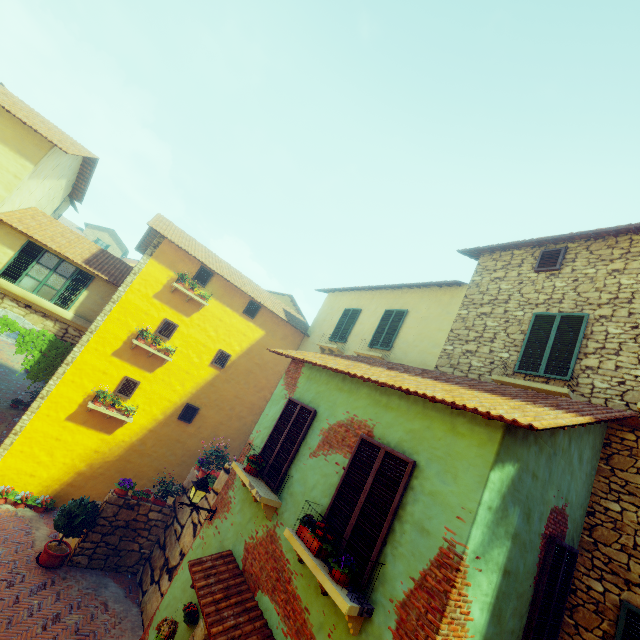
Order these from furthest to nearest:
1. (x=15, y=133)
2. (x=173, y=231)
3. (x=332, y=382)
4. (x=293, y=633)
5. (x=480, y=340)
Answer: (x=173, y=231) < (x=15, y=133) < (x=480, y=340) < (x=332, y=382) < (x=293, y=633)

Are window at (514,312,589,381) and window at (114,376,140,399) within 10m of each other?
no

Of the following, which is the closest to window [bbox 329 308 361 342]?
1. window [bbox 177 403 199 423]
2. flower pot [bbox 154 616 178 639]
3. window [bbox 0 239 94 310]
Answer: window [bbox 0 239 94 310]

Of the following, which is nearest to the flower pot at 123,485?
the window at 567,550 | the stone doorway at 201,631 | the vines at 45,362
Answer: the vines at 45,362

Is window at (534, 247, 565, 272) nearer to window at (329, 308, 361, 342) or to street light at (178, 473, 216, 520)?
window at (329, 308, 361, 342)

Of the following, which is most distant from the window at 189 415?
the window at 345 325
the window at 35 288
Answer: the window at 345 325

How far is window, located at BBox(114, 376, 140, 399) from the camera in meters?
11.6

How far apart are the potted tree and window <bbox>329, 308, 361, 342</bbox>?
9.4m
